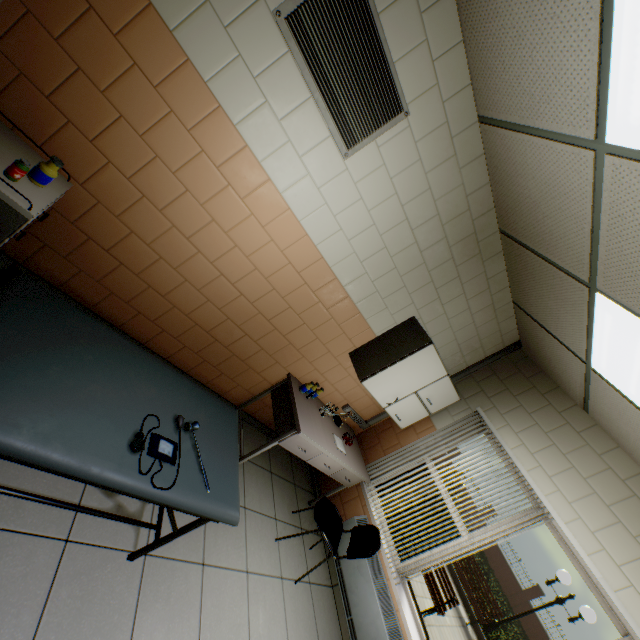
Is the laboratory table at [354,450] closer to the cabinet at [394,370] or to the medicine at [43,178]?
the cabinet at [394,370]

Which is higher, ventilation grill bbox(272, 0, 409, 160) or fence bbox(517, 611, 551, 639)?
ventilation grill bbox(272, 0, 409, 160)

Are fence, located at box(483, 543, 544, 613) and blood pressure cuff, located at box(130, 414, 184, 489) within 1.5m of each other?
no

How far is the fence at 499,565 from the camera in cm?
1903

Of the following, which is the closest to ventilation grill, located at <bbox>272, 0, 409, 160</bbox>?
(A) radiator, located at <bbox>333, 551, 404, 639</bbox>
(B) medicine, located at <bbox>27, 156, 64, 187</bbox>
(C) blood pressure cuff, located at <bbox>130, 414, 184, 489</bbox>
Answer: (B) medicine, located at <bbox>27, 156, 64, 187</bbox>

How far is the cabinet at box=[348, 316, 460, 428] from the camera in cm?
313

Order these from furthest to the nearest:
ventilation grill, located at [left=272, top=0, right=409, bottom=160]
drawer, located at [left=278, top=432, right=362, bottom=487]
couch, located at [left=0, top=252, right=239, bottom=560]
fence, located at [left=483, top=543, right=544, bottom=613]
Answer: fence, located at [left=483, top=543, right=544, bottom=613]
drawer, located at [left=278, top=432, right=362, bottom=487]
ventilation grill, located at [left=272, top=0, right=409, bottom=160]
couch, located at [left=0, top=252, right=239, bottom=560]

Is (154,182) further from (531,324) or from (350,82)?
(531,324)
